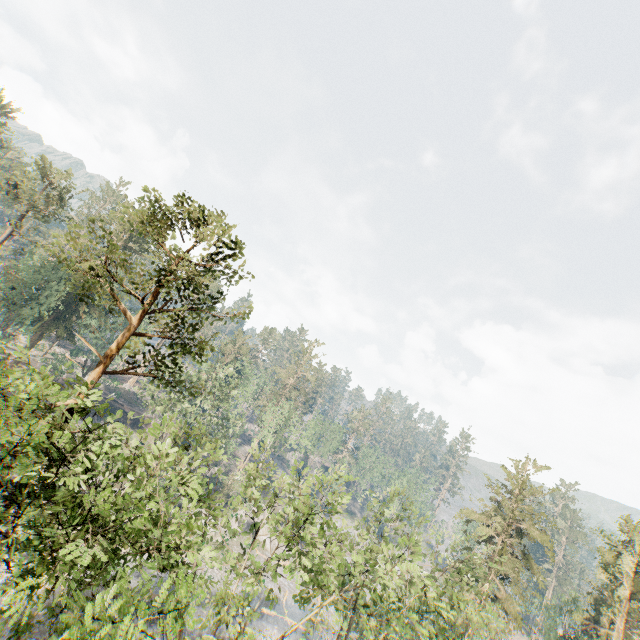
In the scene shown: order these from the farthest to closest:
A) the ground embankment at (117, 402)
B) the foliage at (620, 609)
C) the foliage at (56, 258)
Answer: the ground embankment at (117, 402)
the foliage at (620, 609)
the foliage at (56, 258)

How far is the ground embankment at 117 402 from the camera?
57.0m

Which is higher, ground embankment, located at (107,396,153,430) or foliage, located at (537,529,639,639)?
foliage, located at (537,529,639,639)

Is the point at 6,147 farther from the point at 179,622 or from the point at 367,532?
the point at 367,532

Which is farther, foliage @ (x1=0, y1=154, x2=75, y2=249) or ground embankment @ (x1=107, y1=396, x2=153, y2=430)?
ground embankment @ (x1=107, y1=396, x2=153, y2=430)

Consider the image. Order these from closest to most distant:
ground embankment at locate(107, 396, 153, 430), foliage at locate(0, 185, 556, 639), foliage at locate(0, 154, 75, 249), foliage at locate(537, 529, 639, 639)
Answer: foliage at locate(0, 185, 556, 639) < foliage at locate(537, 529, 639, 639) < foliage at locate(0, 154, 75, 249) < ground embankment at locate(107, 396, 153, 430)

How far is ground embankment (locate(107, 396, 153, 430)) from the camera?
57.0m
